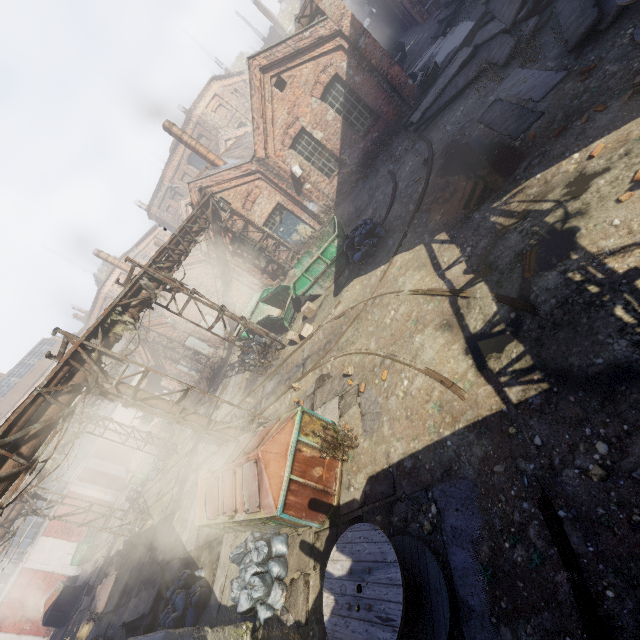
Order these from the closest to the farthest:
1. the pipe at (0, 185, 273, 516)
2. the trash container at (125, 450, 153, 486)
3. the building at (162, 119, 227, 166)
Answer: the pipe at (0, 185, 273, 516), the building at (162, 119, 227, 166), the trash container at (125, 450, 153, 486)

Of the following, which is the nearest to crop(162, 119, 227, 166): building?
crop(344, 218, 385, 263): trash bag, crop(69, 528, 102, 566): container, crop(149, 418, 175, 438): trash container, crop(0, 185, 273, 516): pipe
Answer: crop(0, 185, 273, 516): pipe

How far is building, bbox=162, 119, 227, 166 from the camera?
18.3 meters

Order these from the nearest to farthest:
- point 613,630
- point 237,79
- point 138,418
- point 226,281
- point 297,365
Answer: point 613,630
point 297,365
point 226,281
point 138,418
point 237,79

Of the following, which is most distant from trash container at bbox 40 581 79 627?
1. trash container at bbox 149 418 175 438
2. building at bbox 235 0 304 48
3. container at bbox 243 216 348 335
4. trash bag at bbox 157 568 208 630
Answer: building at bbox 235 0 304 48

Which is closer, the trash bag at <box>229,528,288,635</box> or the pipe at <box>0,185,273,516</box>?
the trash bag at <box>229,528,288,635</box>

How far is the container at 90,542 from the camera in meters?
25.8 m

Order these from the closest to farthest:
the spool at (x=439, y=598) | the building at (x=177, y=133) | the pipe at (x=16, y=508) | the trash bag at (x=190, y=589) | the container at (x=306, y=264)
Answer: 1. the spool at (x=439, y=598)
2. the trash bag at (x=190, y=589)
3. the container at (x=306, y=264)
4. the pipe at (x=16, y=508)
5. the building at (x=177, y=133)
